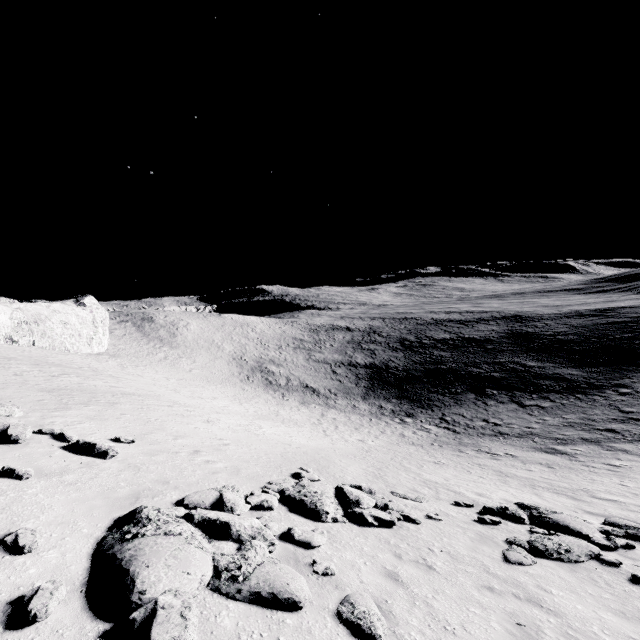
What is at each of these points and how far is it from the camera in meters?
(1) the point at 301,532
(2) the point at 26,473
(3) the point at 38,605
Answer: (1) stone, 7.5 m
(2) stone, 7.4 m
(3) stone, 4.0 m

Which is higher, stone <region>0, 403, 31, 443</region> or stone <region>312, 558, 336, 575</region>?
stone <region>0, 403, 31, 443</region>

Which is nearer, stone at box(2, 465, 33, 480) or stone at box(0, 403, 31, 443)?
stone at box(2, 465, 33, 480)

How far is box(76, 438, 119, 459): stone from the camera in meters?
9.6

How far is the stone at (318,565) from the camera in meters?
6.1 m

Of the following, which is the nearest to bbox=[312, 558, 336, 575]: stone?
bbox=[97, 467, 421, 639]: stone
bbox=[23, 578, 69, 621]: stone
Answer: bbox=[97, 467, 421, 639]: stone

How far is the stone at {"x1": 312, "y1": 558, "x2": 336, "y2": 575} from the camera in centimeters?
609cm

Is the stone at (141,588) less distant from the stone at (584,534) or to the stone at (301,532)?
the stone at (301,532)
